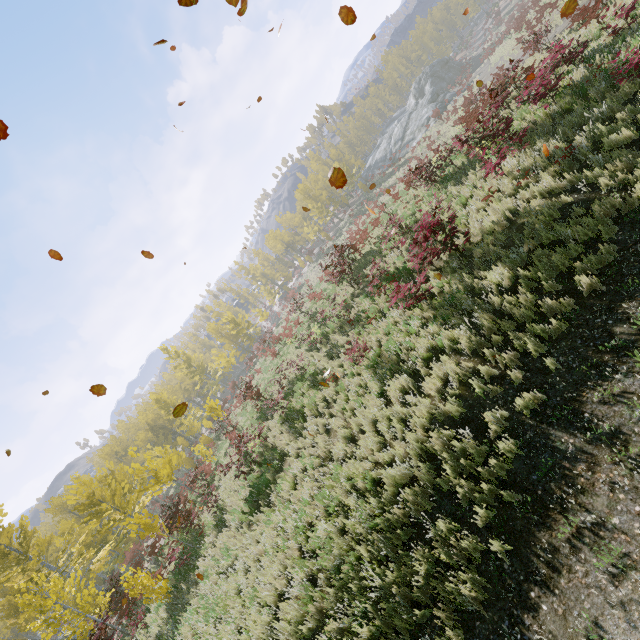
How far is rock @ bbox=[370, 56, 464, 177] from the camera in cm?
4275

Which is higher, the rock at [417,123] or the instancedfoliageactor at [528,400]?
the rock at [417,123]

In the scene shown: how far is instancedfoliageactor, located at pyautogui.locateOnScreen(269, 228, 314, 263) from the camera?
54.94m

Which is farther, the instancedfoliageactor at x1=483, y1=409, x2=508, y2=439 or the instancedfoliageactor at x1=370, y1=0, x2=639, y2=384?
the instancedfoliageactor at x1=370, y1=0, x2=639, y2=384

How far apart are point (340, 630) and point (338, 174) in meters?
6.8

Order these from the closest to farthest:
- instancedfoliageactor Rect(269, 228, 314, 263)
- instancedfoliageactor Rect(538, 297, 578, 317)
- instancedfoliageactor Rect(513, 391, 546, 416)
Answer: instancedfoliageactor Rect(513, 391, 546, 416)
instancedfoliageactor Rect(538, 297, 578, 317)
instancedfoliageactor Rect(269, 228, 314, 263)

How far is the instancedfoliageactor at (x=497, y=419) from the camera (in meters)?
5.38

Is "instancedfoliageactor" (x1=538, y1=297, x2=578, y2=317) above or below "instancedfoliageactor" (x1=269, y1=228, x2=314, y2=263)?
below
